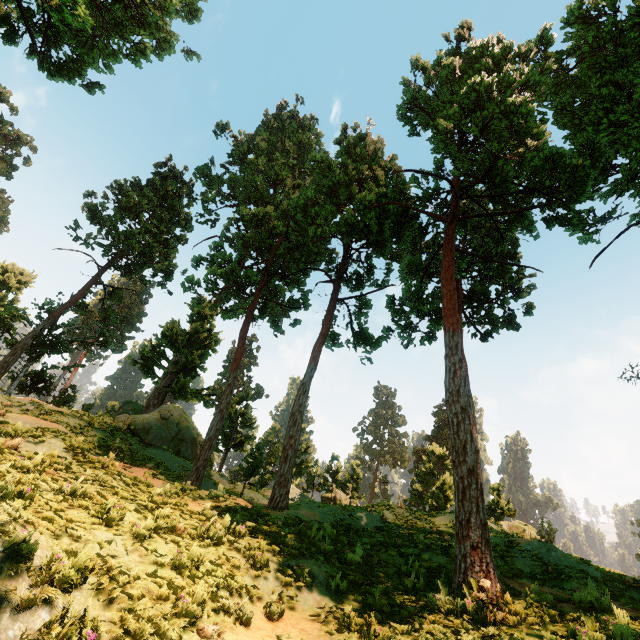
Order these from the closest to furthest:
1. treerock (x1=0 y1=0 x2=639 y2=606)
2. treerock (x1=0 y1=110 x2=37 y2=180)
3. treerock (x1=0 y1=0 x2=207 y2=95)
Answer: treerock (x1=0 y1=0 x2=639 y2=606) → treerock (x1=0 y1=0 x2=207 y2=95) → treerock (x1=0 y1=110 x2=37 y2=180)

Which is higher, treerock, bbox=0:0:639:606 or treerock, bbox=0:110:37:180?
treerock, bbox=0:110:37:180

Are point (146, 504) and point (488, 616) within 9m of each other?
yes

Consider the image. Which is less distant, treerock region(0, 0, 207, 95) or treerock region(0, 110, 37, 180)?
treerock region(0, 0, 207, 95)

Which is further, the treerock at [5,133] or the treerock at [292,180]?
the treerock at [5,133]
